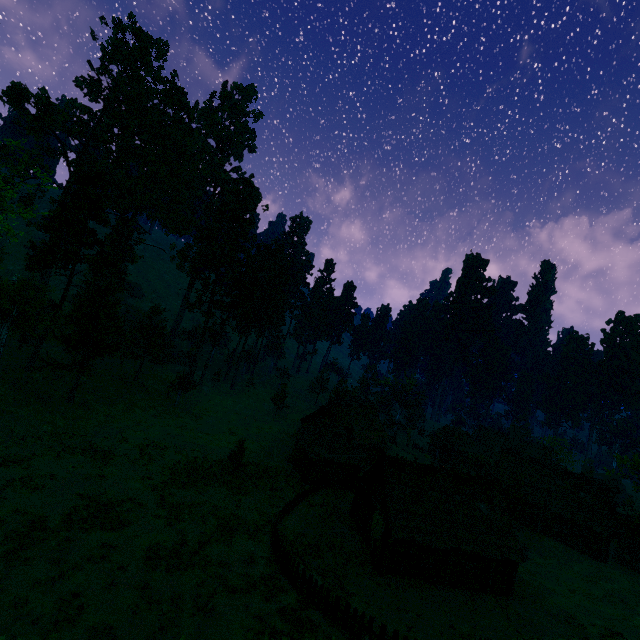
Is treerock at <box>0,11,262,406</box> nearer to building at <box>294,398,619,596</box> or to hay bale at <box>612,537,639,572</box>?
building at <box>294,398,619,596</box>

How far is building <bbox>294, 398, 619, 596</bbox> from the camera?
26.05m

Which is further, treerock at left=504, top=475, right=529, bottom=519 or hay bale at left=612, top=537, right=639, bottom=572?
treerock at left=504, top=475, right=529, bottom=519

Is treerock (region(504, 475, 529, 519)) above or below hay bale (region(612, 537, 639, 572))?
above

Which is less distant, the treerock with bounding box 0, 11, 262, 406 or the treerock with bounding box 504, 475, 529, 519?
the treerock with bounding box 0, 11, 262, 406

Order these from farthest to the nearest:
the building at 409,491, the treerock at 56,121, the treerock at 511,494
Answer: the treerock at 511,494, the treerock at 56,121, the building at 409,491

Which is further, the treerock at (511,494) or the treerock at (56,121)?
the treerock at (511,494)

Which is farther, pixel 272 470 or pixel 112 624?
pixel 272 470
